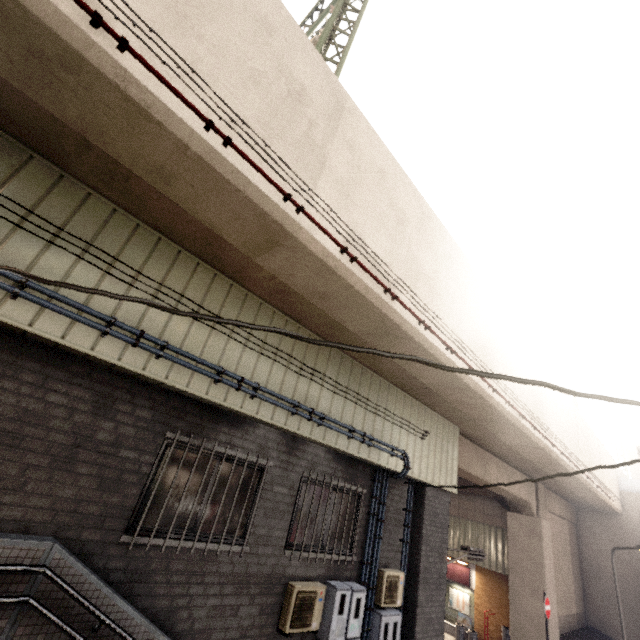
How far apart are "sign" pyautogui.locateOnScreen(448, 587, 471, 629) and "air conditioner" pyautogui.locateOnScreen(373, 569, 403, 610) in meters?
12.0

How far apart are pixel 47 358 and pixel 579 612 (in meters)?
25.21

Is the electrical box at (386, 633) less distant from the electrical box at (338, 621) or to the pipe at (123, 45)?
the electrical box at (338, 621)

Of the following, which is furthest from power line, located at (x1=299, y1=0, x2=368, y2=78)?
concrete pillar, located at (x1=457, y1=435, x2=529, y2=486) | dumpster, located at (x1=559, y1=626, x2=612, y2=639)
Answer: dumpster, located at (x1=559, y1=626, x2=612, y2=639)

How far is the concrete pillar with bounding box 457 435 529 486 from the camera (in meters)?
10.23

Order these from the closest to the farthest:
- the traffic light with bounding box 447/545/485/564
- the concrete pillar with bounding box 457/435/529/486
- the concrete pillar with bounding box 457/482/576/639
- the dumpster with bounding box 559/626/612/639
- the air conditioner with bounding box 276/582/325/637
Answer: the air conditioner with bounding box 276/582/325/637
the traffic light with bounding box 447/545/485/564
the concrete pillar with bounding box 457/435/529/486
the concrete pillar with bounding box 457/482/576/639
the dumpster with bounding box 559/626/612/639

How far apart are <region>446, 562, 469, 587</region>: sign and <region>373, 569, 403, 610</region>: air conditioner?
11.8m

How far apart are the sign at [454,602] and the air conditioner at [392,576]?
12.0m
